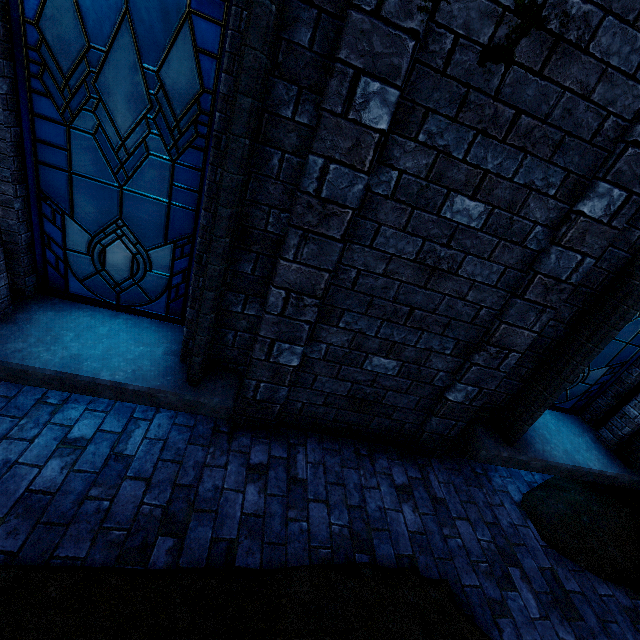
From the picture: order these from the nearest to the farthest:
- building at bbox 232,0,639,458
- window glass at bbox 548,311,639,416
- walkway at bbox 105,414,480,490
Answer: building at bbox 232,0,639,458
walkway at bbox 105,414,480,490
window glass at bbox 548,311,639,416

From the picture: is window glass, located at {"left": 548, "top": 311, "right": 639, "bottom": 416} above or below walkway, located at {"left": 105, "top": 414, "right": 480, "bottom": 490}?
above

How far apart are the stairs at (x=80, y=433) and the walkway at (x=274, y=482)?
0.00m

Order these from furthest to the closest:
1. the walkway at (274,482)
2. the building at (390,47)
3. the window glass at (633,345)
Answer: the window glass at (633,345) → the walkway at (274,482) → the building at (390,47)

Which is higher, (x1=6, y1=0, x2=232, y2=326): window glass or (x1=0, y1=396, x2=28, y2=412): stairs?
(x1=6, y1=0, x2=232, y2=326): window glass

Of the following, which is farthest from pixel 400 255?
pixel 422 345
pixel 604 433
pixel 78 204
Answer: pixel 604 433

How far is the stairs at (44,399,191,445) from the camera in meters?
2.7 m

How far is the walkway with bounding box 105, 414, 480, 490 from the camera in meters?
2.6 m
